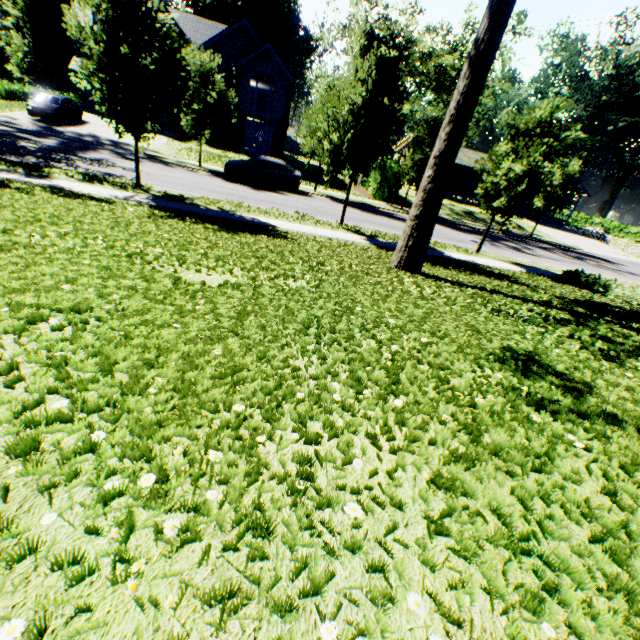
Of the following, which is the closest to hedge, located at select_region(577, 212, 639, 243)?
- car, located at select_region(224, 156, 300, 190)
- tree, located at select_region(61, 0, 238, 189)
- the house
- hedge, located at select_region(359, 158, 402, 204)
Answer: the house

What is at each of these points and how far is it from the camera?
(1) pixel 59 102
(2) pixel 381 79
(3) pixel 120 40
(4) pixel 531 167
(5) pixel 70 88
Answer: (1) car, 23.9m
(2) tree, 10.7m
(3) tree, 9.7m
(4) tree, 12.7m
(5) plant, 54.8m

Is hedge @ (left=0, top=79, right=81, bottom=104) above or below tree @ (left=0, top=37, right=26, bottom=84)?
below

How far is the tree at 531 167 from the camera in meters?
12.5

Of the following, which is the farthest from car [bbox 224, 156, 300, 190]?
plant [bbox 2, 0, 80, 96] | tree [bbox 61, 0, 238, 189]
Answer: plant [bbox 2, 0, 80, 96]

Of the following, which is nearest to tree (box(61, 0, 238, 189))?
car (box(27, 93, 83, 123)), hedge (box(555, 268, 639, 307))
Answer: hedge (box(555, 268, 639, 307))

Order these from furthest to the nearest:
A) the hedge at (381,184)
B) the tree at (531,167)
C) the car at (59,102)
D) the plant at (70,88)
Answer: the plant at (70,88) → the hedge at (381,184) → the car at (59,102) → the tree at (531,167)

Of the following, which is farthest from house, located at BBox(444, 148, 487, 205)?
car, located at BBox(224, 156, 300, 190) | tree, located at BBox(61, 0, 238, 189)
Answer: car, located at BBox(224, 156, 300, 190)
